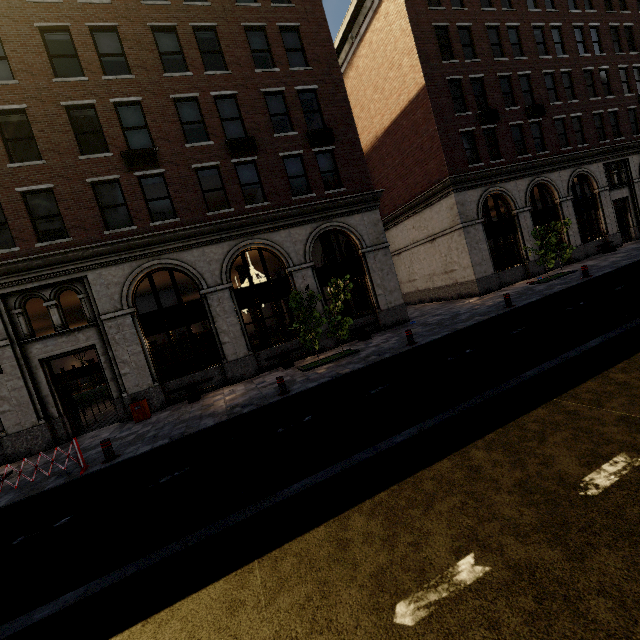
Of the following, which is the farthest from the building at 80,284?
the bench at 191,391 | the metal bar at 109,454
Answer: the metal bar at 109,454

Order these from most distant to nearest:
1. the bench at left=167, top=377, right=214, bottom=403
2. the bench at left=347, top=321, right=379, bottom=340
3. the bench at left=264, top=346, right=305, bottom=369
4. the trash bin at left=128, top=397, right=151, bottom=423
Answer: the bench at left=347, top=321, right=379, bottom=340, the bench at left=264, top=346, right=305, bottom=369, the bench at left=167, top=377, right=214, bottom=403, the trash bin at left=128, top=397, right=151, bottom=423

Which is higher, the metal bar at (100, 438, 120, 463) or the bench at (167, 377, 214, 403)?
the bench at (167, 377, 214, 403)

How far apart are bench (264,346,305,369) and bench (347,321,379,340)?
2.3 meters

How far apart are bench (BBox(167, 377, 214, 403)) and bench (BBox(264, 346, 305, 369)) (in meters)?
2.36

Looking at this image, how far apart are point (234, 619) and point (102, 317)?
12.68m

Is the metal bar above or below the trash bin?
below

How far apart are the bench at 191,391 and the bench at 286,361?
2.4 meters
